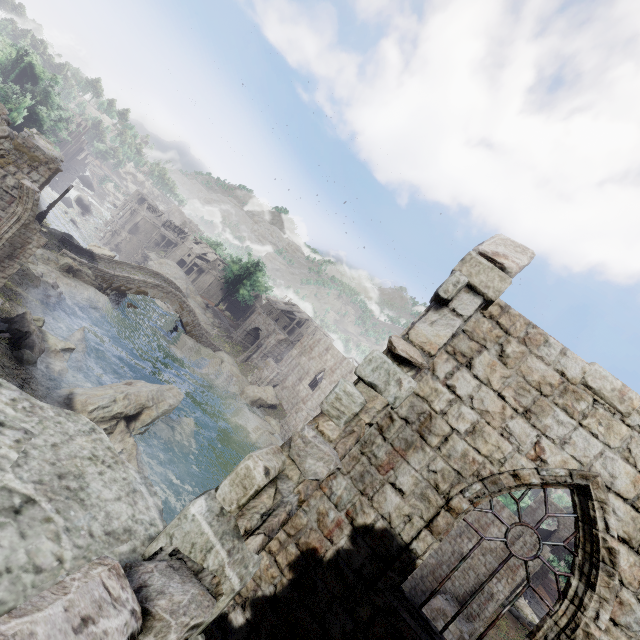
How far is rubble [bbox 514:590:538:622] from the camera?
31.1m

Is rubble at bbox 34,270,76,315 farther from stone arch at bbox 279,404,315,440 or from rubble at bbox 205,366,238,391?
stone arch at bbox 279,404,315,440

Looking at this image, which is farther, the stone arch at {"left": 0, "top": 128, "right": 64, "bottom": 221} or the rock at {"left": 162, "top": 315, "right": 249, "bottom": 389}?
the rock at {"left": 162, "top": 315, "right": 249, "bottom": 389}

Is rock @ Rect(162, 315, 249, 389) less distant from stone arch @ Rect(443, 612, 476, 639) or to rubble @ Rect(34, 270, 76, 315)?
rubble @ Rect(34, 270, 76, 315)

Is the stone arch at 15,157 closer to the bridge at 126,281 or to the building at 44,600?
the building at 44,600

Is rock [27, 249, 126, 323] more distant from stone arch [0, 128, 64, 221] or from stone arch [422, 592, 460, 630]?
stone arch [422, 592, 460, 630]

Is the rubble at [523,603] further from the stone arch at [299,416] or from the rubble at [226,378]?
the rubble at [226,378]

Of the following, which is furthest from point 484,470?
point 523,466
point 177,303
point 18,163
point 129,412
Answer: point 177,303
